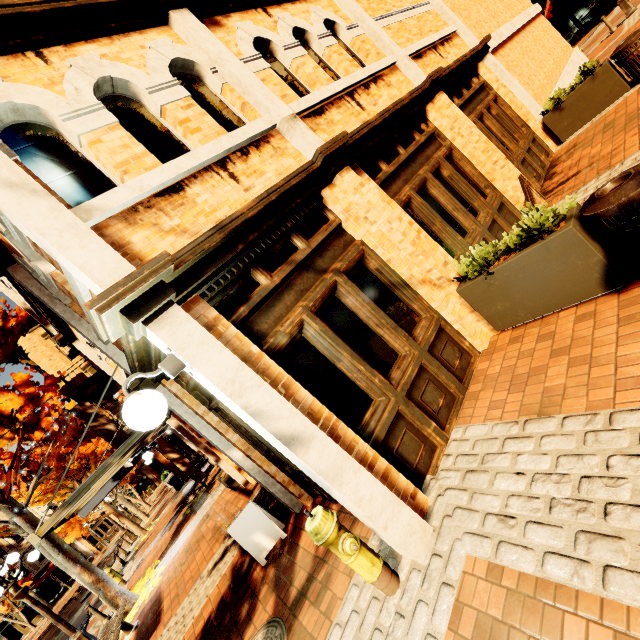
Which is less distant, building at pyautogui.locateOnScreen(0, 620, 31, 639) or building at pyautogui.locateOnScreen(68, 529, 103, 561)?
building at pyautogui.locateOnScreen(0, 620, 31, 639)

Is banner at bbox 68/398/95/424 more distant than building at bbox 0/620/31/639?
No

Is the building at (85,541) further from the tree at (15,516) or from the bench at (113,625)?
the bench at (113,625)

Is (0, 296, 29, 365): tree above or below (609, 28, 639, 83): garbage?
above

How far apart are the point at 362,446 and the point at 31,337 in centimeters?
2352cm

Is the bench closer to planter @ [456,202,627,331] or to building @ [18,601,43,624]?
planter @ [456,202,627,331]

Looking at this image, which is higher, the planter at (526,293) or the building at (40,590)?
the building at (40,590)

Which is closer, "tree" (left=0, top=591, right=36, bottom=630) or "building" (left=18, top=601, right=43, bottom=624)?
"tree" (left=0, top=591, right=36, bottom=630)
